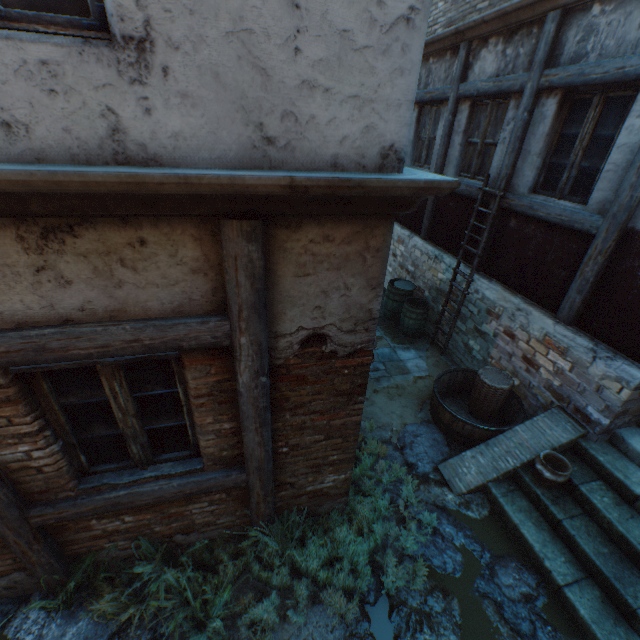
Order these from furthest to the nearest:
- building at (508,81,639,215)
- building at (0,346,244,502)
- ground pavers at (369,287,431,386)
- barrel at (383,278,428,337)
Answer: barrel at (383,278,428,337), ground pavers at (369,287,431,386), building at (508,81,639,215), building at (0,346,244,502)

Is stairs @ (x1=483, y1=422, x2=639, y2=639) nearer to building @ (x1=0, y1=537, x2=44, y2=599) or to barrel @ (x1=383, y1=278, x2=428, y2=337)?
building @ (x1=0, y1=537, x2=44, y2=599)

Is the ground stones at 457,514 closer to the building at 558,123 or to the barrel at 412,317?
the building at 558,123

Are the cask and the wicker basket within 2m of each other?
yes

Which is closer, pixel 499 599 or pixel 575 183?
pixel 499 599

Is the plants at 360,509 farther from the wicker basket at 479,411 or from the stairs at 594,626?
the wicker basket at 479,411

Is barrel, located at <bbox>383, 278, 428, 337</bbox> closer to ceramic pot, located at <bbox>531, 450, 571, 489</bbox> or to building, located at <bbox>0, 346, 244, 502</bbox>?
building, located at <bbox>0, 346, 244, 502</bbox>

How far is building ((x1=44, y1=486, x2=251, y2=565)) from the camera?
3.0m
